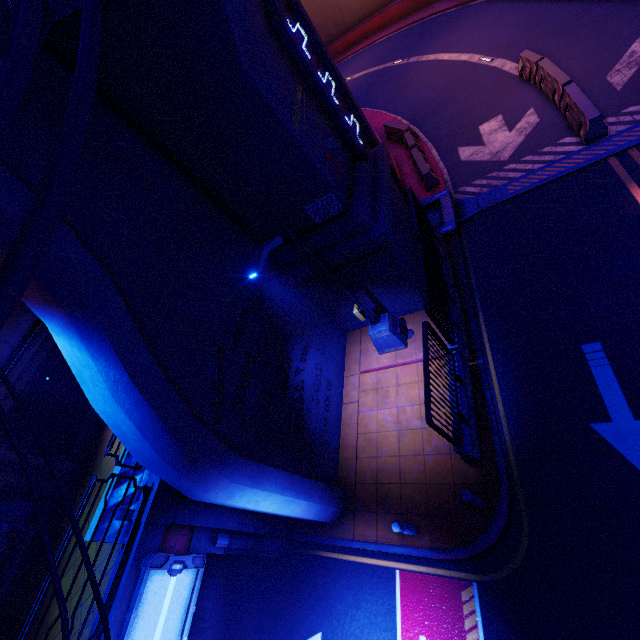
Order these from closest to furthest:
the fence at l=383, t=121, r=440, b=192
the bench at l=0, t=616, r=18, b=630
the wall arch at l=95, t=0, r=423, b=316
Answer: the wall arch at l=95, t=0, r=423, b=316 → the bench at l=0, t=616, r=18, b=630 → the fence at l=383, t=121, r=440, b=192

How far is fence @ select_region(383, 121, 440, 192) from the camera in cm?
1380

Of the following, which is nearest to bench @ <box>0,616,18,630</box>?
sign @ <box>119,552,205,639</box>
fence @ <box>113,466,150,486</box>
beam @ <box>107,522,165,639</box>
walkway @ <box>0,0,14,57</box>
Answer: fence @ <box>113,466,150,486</box>

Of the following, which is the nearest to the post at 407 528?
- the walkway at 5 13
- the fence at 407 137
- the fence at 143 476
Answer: the fence at 143 476

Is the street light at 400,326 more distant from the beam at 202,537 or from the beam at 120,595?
the beam at 202,537

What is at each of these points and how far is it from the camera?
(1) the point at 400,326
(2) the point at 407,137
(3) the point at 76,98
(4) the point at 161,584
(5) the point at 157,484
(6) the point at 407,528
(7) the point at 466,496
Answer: (1) street light, 10.70m
(2) fence, 15.99m
(3) cable, 3.06m
(4) sign, 6.51m
(5) beam, 7.19m
(6) post, 7.30m
(7) post, 6.60m

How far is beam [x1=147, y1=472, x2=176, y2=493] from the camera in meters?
7.2

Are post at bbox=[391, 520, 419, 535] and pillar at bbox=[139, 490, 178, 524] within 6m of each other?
yes
